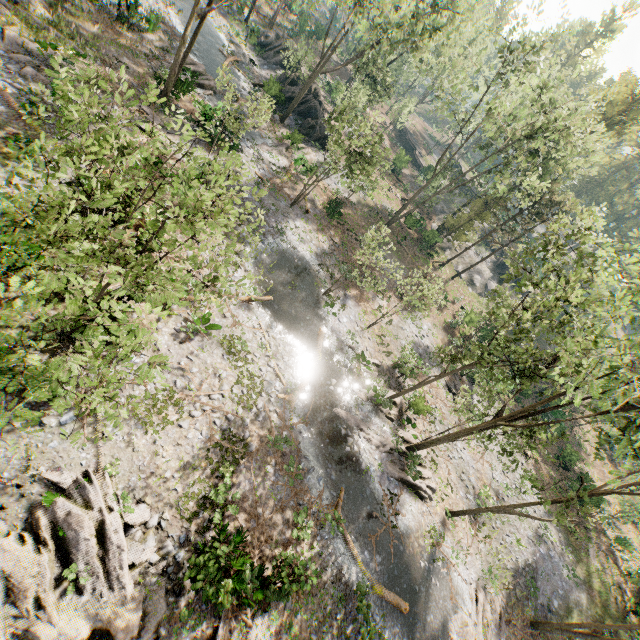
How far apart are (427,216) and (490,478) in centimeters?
3429cm

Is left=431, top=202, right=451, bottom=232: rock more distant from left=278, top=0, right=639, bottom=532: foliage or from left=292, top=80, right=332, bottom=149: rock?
left=292, top=80, right=332, bottom=149: rock

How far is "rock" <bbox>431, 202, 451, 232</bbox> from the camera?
45.1 meters

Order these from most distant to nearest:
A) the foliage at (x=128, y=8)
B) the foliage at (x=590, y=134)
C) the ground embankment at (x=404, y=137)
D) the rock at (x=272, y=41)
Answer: the ground embankment at (x=404, y=137)
the rock at (x=272, y=41)
the foliage at (x=128, y=8)
the foliage at (x=590, y=134)

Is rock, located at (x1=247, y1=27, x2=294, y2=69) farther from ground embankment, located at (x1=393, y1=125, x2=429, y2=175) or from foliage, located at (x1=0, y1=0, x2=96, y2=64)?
ground embankment, located at (x1=393, y1=125, x2=429, y2=175)

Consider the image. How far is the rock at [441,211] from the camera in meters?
45.1

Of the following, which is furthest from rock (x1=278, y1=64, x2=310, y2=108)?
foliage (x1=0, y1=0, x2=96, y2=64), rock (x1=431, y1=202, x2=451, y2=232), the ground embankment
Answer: the ground embankment
